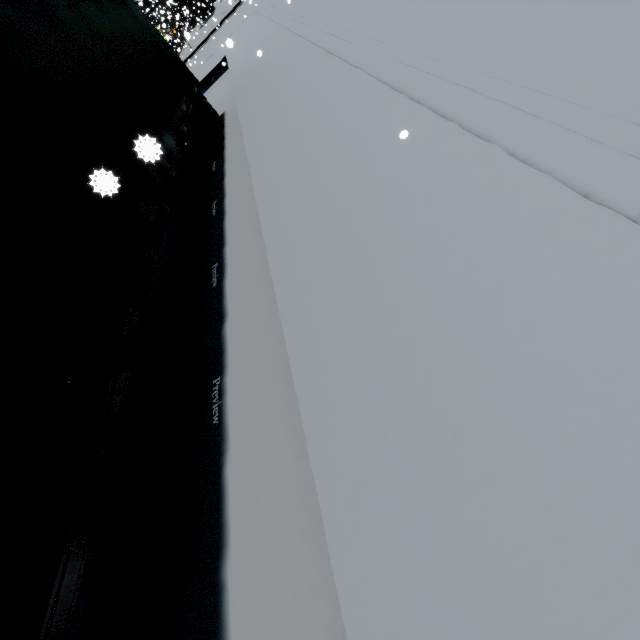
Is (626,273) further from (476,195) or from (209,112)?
(209,112)

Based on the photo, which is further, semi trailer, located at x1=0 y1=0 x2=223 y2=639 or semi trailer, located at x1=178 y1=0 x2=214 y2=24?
semi trailer, located at x1=178 y1=0 x2=214 y2=24

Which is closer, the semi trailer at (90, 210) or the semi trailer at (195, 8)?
the semi trailer at (90, 210)
